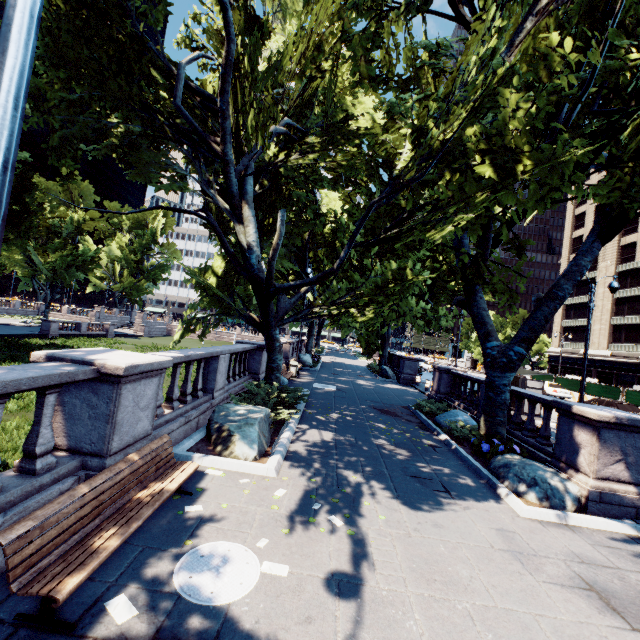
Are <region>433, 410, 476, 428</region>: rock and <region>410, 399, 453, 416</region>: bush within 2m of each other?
yes

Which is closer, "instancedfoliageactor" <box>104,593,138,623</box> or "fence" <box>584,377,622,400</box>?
"instancedfoliageactor" <box>104,593,138,623</box>

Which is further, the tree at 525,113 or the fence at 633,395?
the fence at 633,395

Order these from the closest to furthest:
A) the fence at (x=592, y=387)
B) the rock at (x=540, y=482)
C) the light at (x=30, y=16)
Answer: the light at (x=30, y=16) < the rock at (x=540, y=482) < the fence at (x=592, y=387)

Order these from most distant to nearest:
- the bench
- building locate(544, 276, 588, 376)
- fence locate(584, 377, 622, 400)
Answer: building locate(544, 276, 588, 376) → fence locate(584, 377, 622, 400) → the bench

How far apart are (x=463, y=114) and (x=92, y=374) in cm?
968

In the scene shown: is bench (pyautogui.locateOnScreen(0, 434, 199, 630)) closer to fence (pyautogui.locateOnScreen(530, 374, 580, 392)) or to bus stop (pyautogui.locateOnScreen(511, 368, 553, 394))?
bus stop (pyautogui.locateOnScreen(511, 368, 553, 394))

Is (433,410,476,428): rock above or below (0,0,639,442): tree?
below
